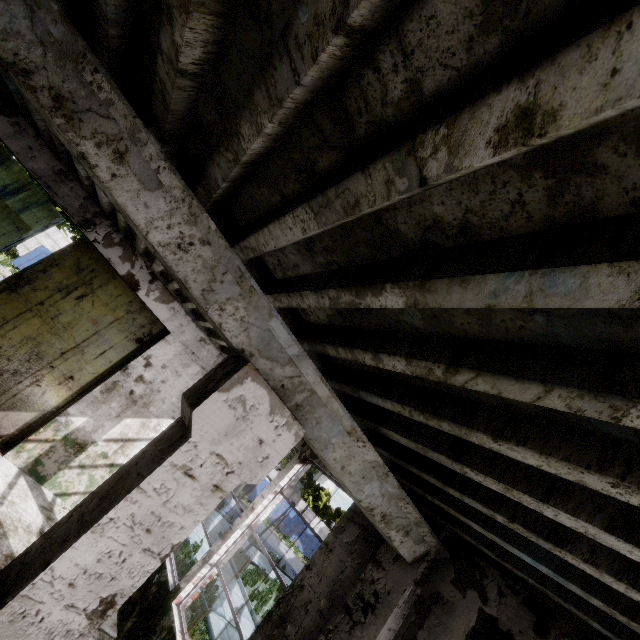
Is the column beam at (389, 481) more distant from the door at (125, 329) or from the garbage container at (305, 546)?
the garbage container at (305, 546)

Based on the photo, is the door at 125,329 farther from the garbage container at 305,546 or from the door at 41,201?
the garbage container at 305,546

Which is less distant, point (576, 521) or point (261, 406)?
point (576, 521)

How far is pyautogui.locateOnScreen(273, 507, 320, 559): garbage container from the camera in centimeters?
3216cm

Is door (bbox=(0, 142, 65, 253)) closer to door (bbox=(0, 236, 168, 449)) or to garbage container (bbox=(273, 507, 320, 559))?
door (bbox=(0, 236, 168, 449))

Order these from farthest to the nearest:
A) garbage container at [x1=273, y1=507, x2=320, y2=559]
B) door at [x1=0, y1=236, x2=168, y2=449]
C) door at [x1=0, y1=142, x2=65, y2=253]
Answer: garbage container at [x1=273, y1=507, x2=320, y2=559] < door at [x1=0, y1=142, x2=65, y2=253] < door at [x1=0, y1=236, x2=168, y2=449]

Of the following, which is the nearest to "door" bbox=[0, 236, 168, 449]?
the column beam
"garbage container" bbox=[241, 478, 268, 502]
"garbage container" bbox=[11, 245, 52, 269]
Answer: the column beam
